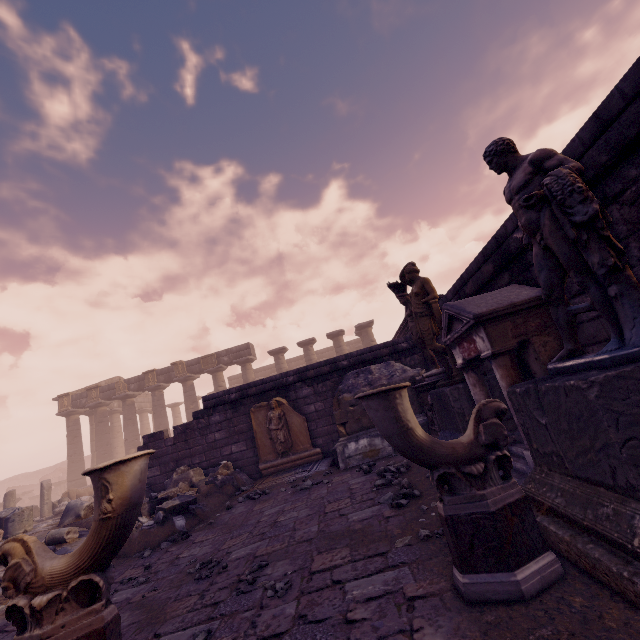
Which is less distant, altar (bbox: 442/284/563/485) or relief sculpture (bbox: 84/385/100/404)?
altar (bbox: 442/284/563/485)

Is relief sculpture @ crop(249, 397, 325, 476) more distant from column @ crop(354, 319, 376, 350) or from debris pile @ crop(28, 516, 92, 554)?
→ column @ crop(354, 319, 376, 350)

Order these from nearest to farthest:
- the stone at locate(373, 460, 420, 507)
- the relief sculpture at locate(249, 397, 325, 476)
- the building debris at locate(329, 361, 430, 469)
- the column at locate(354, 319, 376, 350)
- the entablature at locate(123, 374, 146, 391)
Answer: the stone at locate(373, 460, 420, 507), the building debris at locate(329, 361, 430, 469), the relief sculpture at locate(249, 397, 325, 476), the column at locate(354, 319, 376, 350), the entablature at locate(123, 374, 146, 391)

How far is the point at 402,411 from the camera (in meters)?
2.10

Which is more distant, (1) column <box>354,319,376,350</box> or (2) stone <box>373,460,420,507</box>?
(1) column <box>354,319,376,350</box>

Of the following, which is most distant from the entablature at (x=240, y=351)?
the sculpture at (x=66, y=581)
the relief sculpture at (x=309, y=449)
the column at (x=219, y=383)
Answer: the sculpture at (x=66, y=581)

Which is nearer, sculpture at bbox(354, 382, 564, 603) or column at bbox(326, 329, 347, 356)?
sculpture at bbox(354, 382, 564, 603)
